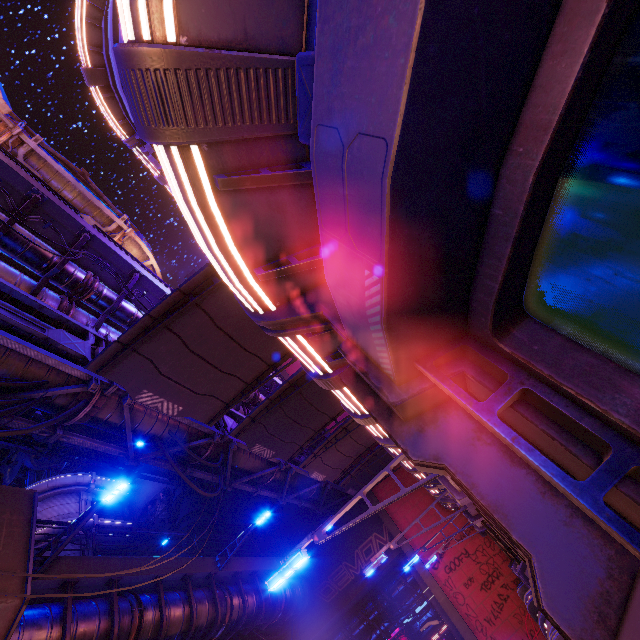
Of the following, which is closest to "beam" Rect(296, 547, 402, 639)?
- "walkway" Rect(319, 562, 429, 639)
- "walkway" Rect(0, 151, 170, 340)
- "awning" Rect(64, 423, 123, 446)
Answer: "walkway" Rect(319, 562, 429, 639)

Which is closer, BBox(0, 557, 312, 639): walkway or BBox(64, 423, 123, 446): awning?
BBox(0, 557, 312, 639): walkway

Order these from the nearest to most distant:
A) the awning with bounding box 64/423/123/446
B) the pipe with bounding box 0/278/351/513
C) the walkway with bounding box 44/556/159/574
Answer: the pipe with bounding box 0/278/351/513 < the walkway with bounding box 44/556/159/574 < the awning with bounding box 64/423/123/446

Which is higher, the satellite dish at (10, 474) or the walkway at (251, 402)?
the satellite dish at (10, 474)

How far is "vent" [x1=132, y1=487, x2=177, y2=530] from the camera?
30.3m

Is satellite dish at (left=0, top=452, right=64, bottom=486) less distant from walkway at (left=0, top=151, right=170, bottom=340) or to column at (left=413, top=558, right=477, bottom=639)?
walkway at (left=0, top=151, right=170, bottom=340)

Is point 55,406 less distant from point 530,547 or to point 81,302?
point 81,302

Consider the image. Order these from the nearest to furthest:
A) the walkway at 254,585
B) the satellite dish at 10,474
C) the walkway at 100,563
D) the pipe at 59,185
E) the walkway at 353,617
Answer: the walkway at 254,585, the walkway at 100,563, the pipe at 59,185, the walkway at 353,617, the satellite dish at 10,474
